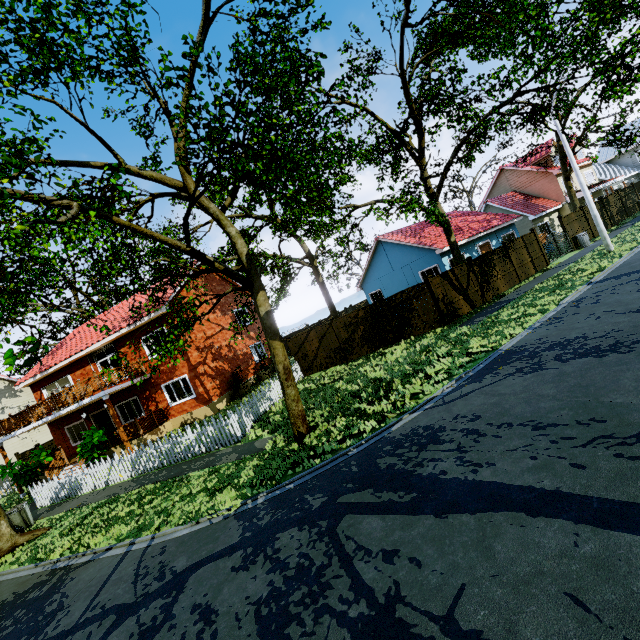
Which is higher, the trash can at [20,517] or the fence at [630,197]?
the fence at [630,197]

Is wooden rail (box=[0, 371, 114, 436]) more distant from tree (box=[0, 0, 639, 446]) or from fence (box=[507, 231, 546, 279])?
tree (box=[0, 0, 639, 446])

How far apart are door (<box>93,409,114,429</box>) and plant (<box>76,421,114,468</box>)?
4.19m

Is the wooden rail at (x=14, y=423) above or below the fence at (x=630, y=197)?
above

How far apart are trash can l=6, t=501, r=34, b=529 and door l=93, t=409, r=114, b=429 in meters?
8.5

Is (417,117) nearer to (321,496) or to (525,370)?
(525,370)

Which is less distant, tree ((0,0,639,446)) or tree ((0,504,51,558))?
tree ((0,0,639,446))

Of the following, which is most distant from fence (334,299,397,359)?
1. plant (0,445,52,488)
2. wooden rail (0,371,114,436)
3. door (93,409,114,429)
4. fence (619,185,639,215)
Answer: door (93,409,114,429)
